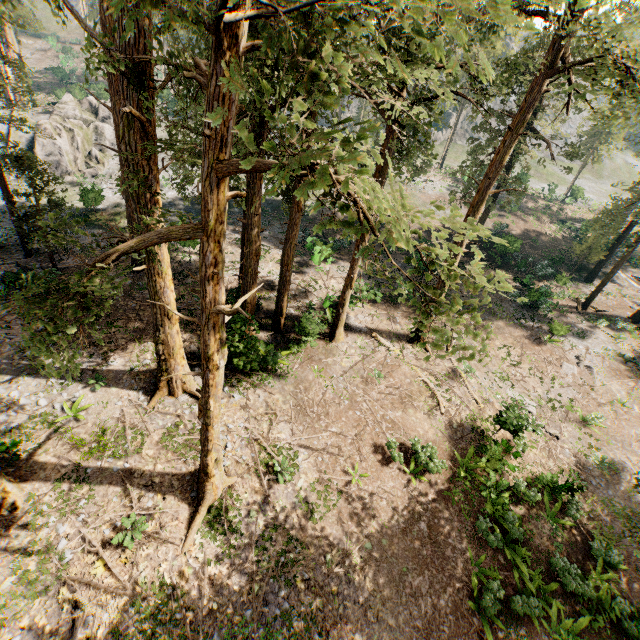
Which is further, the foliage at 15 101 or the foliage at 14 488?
the foliage at 15 101

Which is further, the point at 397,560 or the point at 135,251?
the point at 397,560

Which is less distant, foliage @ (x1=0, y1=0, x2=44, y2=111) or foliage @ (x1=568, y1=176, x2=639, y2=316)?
foliage @ (x1=0, y1=0, x2=44, y2=111)

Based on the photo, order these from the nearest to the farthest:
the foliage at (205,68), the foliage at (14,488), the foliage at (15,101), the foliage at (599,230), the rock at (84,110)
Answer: the foliage at (205,68)
the foliage at (14,488)
the foliage at (15,101)
the foliage at (599,230)
the rock at (84,110)

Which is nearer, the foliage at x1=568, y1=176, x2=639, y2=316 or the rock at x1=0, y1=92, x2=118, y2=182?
the foliage at x1=568, y1=176, x2=639, y2=316
